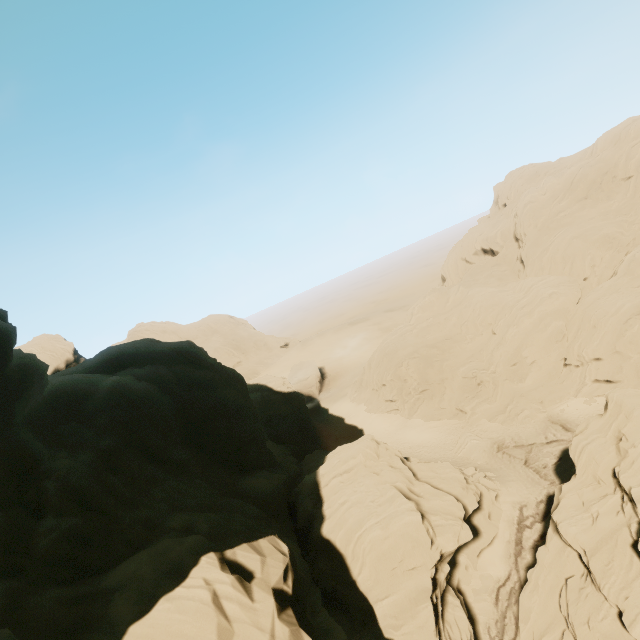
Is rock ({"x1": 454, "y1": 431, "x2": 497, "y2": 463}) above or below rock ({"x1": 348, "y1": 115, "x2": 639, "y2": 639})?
below

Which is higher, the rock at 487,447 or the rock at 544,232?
the rock at 544,232

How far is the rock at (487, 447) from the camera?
36.8 meters

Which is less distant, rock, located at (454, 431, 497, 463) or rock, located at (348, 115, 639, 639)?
rock, located at (348, 115, 639, 639)

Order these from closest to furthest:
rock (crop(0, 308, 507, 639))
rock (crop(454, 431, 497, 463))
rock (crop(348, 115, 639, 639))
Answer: rock (crop(0, 308, 507, 639)) → rock (crop(348, 115, 639, 639)) → rock (crop(454, 431, 497, 463))

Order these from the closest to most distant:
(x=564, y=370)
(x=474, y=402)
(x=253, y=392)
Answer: (x=564, y=370), (x=474, y=402), (x=253, y=392)

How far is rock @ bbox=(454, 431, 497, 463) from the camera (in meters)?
36.75
